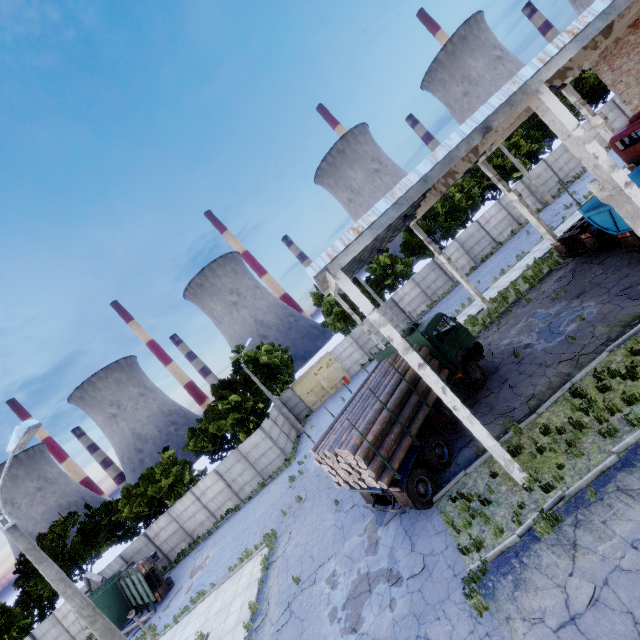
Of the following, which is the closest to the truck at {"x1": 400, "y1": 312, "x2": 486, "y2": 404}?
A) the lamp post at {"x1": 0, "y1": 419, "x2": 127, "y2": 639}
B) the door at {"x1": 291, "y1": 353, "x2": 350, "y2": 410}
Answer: the lamp post at {"x1": 0, "y1": 419, "x2": 127, "y2": 639}

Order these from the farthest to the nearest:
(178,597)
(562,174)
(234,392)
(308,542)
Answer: (562,174) < (234,392) < (178,597) < (308,542)

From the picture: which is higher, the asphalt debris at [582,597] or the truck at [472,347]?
the truck at [472,347]

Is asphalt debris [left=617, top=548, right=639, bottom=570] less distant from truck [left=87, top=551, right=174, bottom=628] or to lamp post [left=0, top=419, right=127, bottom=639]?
lamp post [left=0, top=419, right=127, bottom=639]

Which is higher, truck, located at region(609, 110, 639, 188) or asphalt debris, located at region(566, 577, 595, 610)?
truck, located at region(609, 110, 639, 188)

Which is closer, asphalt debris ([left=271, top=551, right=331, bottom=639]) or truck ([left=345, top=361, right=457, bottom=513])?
truck ([left=345, top=361, right=457, bottom=513])

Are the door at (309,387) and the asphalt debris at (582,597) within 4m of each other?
no

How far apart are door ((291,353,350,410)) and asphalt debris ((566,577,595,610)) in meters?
28.5
